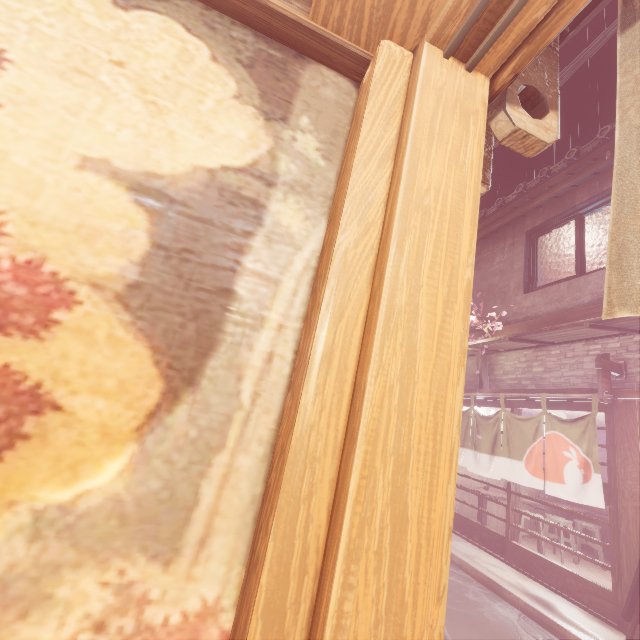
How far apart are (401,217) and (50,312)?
1.5m

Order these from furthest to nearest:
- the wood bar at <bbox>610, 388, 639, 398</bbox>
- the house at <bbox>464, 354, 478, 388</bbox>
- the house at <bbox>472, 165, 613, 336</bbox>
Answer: the house at <bbox>464, 354, 478, 388</bbox>
the house at <bbox>472, 165, 613, 336</bbox>
the wood bar at <bbox>610, 388, 639, 398</bbox>

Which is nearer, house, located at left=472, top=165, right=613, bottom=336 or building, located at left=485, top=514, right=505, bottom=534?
house, located at left=472, top=165, right=613, bottom=336

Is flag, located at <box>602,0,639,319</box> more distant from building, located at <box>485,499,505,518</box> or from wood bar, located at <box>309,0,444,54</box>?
building, located at <box>485,499,505,518</box>

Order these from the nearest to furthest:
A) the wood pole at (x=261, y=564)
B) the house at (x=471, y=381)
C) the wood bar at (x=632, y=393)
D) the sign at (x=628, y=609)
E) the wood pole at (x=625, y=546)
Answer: the wood pole at (x=261, y=564) < the sign at (x=628, y=609) < the wood pole at (x=625, y=546) < the wood bar at (x=632, y=393) < the house at (x=471, y=381)

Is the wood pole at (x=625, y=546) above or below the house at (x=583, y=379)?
below

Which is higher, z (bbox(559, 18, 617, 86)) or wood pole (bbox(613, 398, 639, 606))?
z (bbox(559, 18, 617, 86))

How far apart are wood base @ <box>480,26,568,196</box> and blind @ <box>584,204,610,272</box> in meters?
10.5
